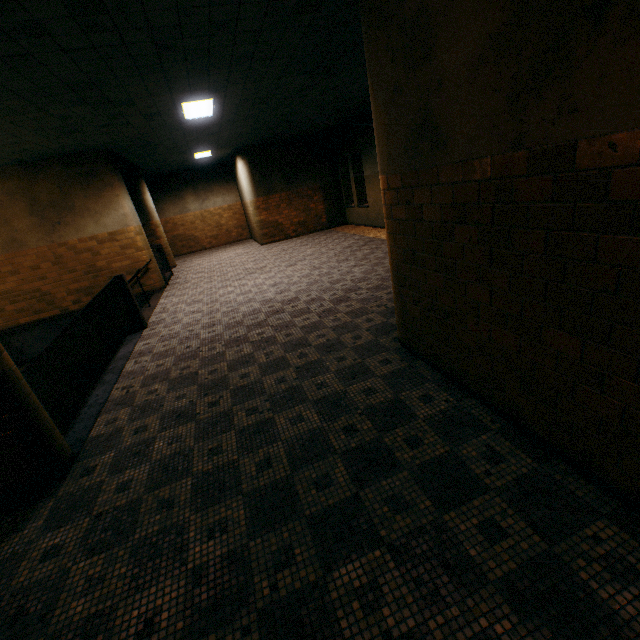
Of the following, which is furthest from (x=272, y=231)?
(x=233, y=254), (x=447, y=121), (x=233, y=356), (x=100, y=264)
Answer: (x=447, y=121)

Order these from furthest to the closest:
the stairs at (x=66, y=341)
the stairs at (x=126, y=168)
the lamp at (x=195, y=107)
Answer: the stairs at (x=126, y=168) → the lamp at (x=195, y=107) → the stairs at (x=66, y=341)

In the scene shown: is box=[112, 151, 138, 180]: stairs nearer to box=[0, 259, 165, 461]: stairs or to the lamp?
box=[0, 259, 165, 461]: stairs

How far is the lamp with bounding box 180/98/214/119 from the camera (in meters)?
6.38

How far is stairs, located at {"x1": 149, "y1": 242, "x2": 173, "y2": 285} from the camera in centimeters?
1028cm

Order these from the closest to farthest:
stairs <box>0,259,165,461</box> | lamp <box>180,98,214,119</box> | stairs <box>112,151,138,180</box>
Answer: stairs <box>0,259,165,461</box> → lamp <box>180,98,214,119</box> → stairs <box>112,151,138,180</box>

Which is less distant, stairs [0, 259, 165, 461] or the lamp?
stairs [0, 259, 165, 461]

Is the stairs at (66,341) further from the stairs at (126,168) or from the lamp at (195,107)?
the lamp at (195,107)
